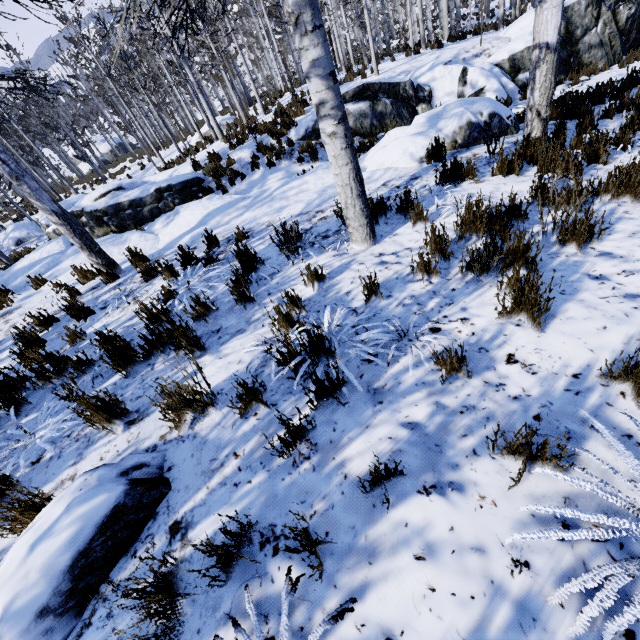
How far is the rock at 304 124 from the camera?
10.6 meters

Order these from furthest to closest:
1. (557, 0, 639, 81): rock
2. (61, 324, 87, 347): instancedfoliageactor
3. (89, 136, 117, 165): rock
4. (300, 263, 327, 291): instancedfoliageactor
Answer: (89, 136, 117, 165): rock
(557, 0, 639, 81): rock
(61, 324, 87, 347): instancedfoliageactor
(300, 263, 327, 291): instancedfoliageactor

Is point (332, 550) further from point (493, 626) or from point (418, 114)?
point (418, 114)

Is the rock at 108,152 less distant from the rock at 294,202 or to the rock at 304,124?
the rock at 294,202

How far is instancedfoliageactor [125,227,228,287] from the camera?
4.7 meters

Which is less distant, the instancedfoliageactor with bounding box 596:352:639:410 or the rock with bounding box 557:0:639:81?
the instancedfoliageactor with bounding box 596:352:639:410
